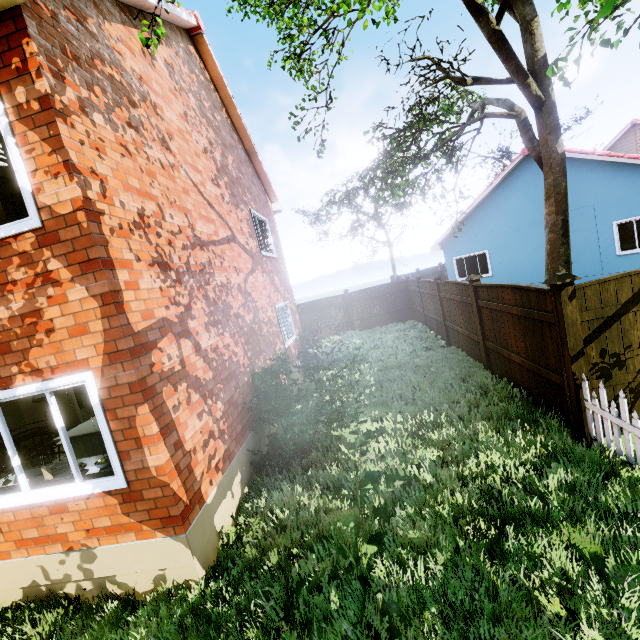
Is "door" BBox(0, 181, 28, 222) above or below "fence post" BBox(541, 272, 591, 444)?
above

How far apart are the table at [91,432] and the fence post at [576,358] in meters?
7.6

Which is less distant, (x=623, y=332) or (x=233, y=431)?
(x=623, y=332)

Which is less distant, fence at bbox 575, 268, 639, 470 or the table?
fence at bbox 575, 268, 639, 470

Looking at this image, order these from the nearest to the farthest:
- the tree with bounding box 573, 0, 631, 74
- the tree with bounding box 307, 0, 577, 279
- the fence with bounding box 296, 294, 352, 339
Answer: the tree with bounding box 573, 0, 631, 74, the tree with bounding box 307, 0, 577, 279, the fence with bounding box 296, 294, 352, 339

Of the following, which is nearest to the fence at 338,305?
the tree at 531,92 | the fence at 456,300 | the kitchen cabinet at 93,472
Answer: the fence at 456,300

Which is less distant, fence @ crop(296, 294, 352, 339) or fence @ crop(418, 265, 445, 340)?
fence @ crop(418, 265, 445, 340)

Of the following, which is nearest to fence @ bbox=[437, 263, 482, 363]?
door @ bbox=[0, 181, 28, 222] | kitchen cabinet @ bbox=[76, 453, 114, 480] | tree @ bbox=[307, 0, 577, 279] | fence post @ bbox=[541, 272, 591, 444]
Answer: fence post @ bbox=[541, 272, 591, 444]
